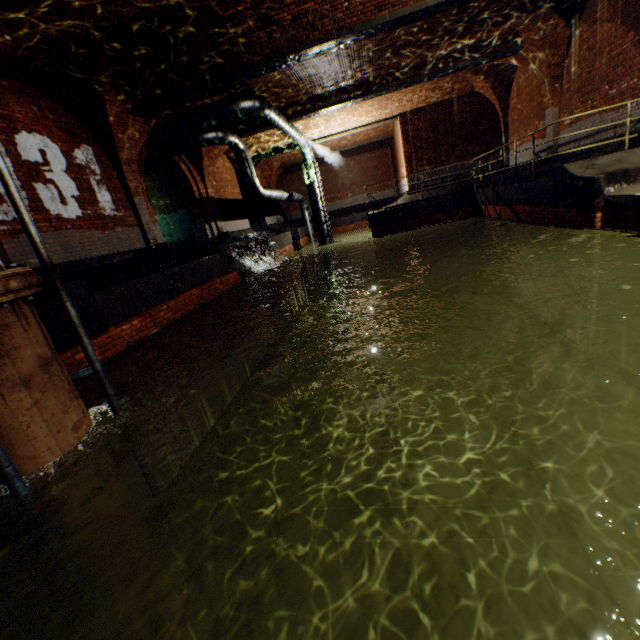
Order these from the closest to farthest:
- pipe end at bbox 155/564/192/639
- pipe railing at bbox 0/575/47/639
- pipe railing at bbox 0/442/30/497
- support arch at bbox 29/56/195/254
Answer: pipe railing at bbox 0/442/30/497, pipe railing at bbox 0/575/47/639, pipe end at bbox 155/564/192/639, support arch at bbox 29/56/195/254

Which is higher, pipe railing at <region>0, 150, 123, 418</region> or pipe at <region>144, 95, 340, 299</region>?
pipe at <region>144, 95, 340, 299</region>

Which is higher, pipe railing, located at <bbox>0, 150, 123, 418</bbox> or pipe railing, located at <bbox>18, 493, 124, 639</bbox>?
pipe railing, located at <bbox>0, 150, 123, 418</bbox>

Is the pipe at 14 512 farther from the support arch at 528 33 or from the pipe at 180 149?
the support arch at 528 33

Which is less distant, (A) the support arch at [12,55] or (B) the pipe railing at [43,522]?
(B) the pipe railing at [43,522]

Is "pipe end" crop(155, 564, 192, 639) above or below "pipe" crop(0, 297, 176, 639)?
below

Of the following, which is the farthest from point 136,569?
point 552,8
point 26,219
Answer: point 552,8

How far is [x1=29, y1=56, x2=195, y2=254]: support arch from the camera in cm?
755
